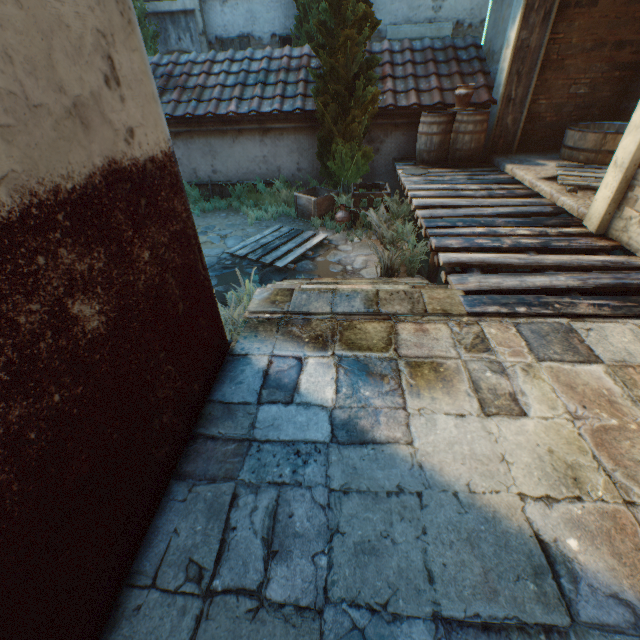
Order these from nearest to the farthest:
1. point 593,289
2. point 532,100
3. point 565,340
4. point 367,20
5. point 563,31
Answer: point 565,340 → point 593,289 → point 367,20 → point 563,31 → point 532,100

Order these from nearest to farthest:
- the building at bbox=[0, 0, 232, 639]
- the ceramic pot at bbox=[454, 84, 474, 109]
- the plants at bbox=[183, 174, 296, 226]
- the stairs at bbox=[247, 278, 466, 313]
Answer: the building at bbox=[0, 0, 232, 639]
the stairs at bbox=[247, 278, 466, 313]
the ceramic pot at bbox=[454, 84, 474, 109]
the plants at bbox=[183, 174, 296, 226]

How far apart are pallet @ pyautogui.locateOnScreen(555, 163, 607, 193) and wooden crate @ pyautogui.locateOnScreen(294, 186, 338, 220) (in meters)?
4.10

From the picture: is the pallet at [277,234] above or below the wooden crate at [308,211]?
below

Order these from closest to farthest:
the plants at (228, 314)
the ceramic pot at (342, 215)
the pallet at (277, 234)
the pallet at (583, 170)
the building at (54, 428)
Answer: the building at (54, 428) < the plants at (228, 314) < the pallet at (583, 170) < the pallet at (277, 234) < the ceramic pot at (342, 215)

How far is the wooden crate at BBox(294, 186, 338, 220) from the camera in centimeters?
709cm

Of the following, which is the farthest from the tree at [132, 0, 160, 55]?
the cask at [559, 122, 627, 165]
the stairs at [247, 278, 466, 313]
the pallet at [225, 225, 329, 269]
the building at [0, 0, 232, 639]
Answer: the cask at [559, 122, 627, 165]

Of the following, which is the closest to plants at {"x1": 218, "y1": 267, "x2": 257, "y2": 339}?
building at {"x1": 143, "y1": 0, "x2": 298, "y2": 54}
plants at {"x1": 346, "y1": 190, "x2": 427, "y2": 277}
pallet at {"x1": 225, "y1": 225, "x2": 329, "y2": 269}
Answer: pallet at {"x1": 225, "y1": 225, "x2": 329, "y2": 269}
